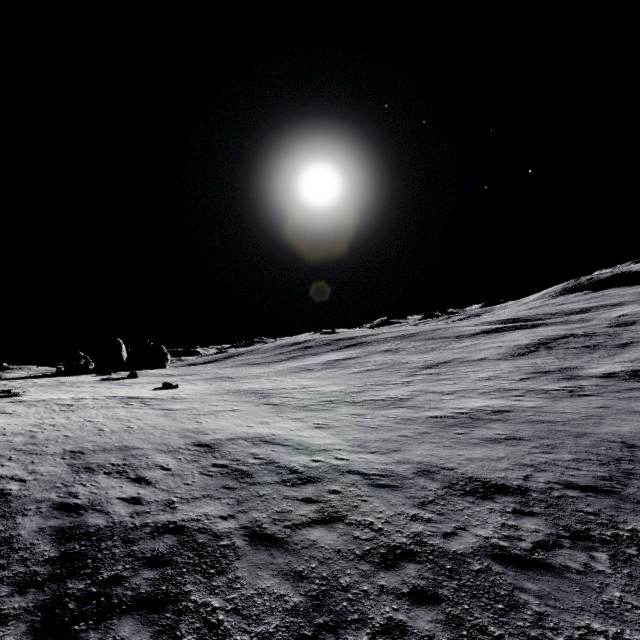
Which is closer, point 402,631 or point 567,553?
point 402,631
